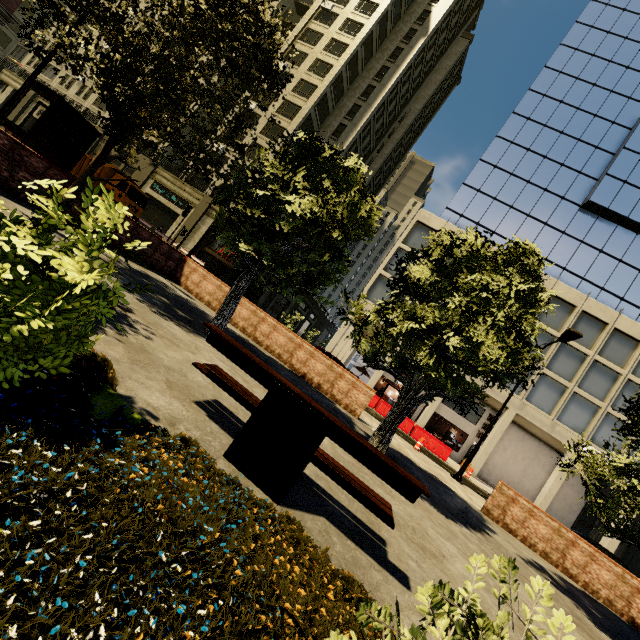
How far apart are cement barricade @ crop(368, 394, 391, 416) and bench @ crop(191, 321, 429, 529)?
19.01m

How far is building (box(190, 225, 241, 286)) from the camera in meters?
29.9 m

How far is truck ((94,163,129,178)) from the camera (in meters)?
23.66

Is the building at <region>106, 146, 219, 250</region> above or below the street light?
below

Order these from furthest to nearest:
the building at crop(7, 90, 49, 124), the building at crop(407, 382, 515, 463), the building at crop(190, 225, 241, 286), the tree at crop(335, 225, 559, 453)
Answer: the building at crop(7, 90, 49, 124) → the building at crop(190, 225, 241, 286) → the building at crop(407, 382, 515, 463) → the tree at crop(335, 225, 559, 453)

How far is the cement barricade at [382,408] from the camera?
21.9m

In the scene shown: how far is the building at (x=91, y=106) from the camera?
34.88m

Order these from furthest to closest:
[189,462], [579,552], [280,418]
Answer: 1. [579,552]
2. [280,418]
3. [189,462]
